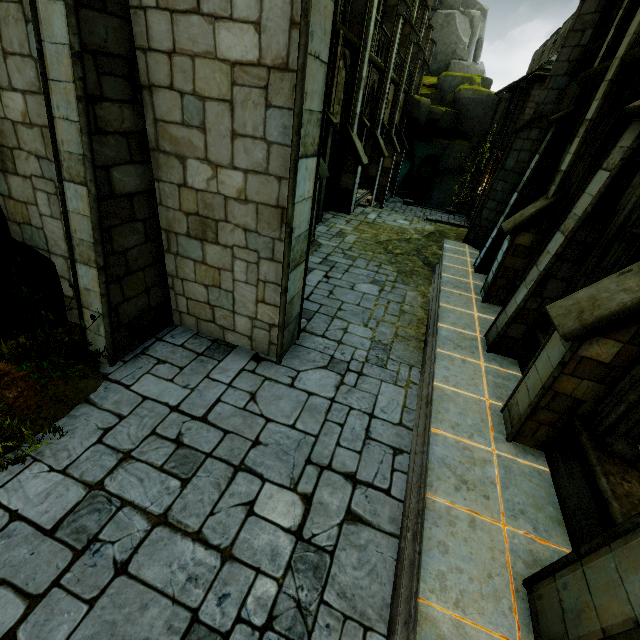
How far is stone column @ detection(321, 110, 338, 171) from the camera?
12.03m

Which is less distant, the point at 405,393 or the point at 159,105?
A: the point at 159,105

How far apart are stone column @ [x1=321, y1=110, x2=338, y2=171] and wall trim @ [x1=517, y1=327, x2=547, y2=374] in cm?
979

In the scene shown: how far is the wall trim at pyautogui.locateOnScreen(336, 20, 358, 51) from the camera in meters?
10.8 m

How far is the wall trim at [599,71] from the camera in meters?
6.8 m

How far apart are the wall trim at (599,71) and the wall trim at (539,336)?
5.4 meters

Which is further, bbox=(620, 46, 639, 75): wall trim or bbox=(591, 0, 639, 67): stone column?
bbox=(591, 0, 639, 67): stone column

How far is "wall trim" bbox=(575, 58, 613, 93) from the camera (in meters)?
6.81
